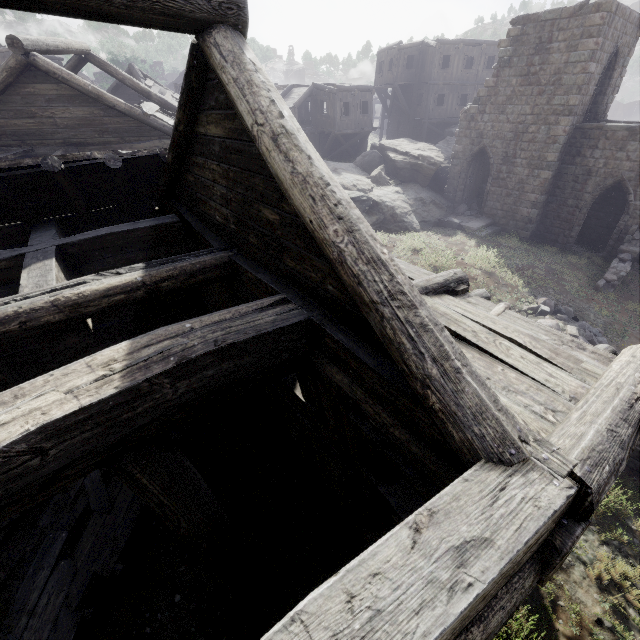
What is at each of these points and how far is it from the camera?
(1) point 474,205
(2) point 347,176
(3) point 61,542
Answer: (1) rubble, 21.3m
(2) rock, 20.8m
(3) wooden plank rubble, 5.9m

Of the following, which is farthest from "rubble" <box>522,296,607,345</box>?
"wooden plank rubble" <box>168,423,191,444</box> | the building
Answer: "wooden plank rubble" <box>168,423,191,444</box>

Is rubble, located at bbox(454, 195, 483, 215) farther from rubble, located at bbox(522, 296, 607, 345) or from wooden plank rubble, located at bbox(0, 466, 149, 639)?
wooden plank rubble, located at bbox(0, 466, 149, 639)

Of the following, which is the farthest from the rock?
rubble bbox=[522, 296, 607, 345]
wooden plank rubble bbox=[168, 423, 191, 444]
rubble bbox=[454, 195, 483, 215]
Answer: wooden plank rubble bbox=[168, 423, 191, 444]

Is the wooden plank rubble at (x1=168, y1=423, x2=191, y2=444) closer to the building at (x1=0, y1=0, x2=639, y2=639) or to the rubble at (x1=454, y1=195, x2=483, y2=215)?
the building at (x1=0, y1=0, x2=639, y2=639)

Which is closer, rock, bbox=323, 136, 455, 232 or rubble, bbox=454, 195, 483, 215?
rock, bbox=323, 136, 455, 232

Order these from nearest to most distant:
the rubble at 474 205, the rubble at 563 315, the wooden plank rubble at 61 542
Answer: the wooden plank rubble at 61 542, the rubble at 563 315, the rubble at 474 205

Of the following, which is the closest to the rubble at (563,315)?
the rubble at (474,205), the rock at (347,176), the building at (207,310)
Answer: the building at (207,310)
